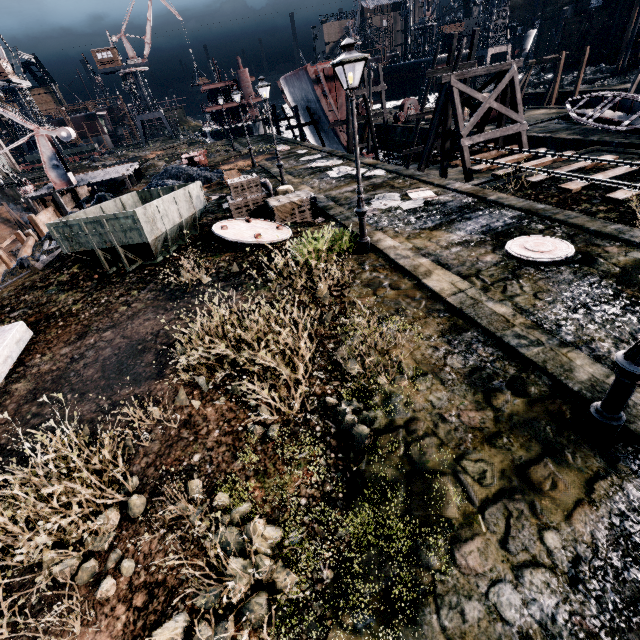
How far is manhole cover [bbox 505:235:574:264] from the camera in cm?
923

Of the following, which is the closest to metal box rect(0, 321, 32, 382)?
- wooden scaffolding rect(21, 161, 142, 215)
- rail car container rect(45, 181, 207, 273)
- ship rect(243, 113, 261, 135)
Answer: rail car container rect(45, 181, 207, 273)

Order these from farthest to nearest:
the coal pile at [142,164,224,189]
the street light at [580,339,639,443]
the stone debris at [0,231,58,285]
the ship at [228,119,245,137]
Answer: the ship at [228,119,245,137] → the coal pile at [142,164,224,189] → the stone debris at [0,231,58,285] → the street light at [580,339,639,443]

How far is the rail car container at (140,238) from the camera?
11.24m

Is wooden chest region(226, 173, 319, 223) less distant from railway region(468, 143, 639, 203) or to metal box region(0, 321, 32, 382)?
metal box region(0, 321, 32, 382)

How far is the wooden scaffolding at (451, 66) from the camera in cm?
2473

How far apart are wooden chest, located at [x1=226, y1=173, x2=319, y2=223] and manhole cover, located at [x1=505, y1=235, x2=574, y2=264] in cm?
821

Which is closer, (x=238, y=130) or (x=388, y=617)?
(x=388, y=617)
